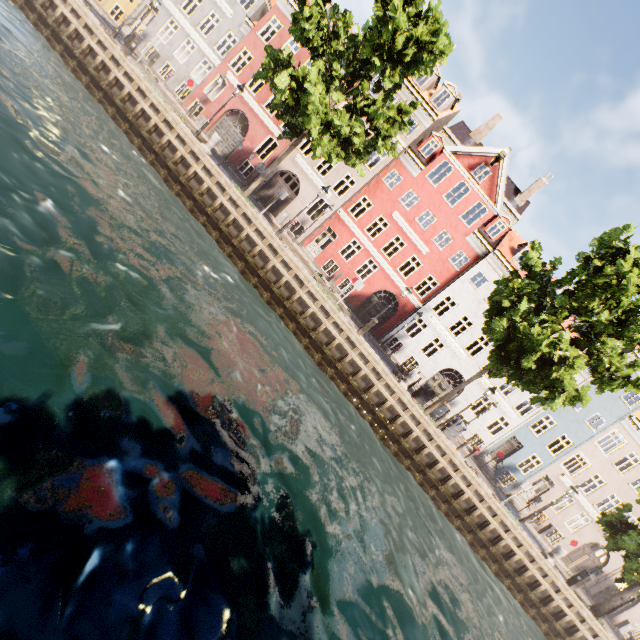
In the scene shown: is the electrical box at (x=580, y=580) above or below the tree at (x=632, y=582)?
below

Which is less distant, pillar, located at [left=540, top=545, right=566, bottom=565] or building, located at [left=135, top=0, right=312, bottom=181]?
pillar, located at [left=540, top=545, right=566, bottom=565]

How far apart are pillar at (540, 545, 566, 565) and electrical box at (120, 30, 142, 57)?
33.7m

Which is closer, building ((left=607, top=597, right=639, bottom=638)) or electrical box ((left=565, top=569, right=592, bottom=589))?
electrical box ((left=565, top=569, right=592, bottom=589))

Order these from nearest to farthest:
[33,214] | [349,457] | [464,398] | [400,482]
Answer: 1. [33,214]
2. [349,457]
3. [400,482]
4. [464,398]

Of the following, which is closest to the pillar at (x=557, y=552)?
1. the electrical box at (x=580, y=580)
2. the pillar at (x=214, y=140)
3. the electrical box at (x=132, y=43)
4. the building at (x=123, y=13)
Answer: the electrical box at (x=580, y=580)

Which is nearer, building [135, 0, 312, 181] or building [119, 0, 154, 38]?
building [135, 0, 312, 181]
